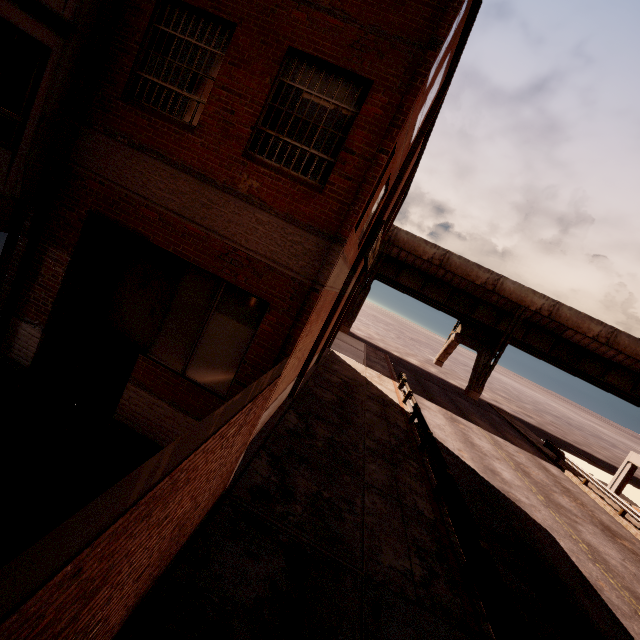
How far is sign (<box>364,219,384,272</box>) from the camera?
12.58m

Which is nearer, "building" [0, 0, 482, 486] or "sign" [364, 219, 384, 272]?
"building" [0, 0, 482, 486]

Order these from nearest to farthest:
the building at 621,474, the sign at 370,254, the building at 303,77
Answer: the building at 303,77 → the sign at 370,254 → the building at 621,474

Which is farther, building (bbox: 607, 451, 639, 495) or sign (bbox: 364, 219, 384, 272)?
building (bbox: 607, 451, 639, 495)

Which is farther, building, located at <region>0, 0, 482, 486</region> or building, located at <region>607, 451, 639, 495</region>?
building, located at <region>607, 451, 639, 495</region>

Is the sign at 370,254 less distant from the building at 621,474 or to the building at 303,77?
the building at 303,77

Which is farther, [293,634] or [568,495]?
[568,495]

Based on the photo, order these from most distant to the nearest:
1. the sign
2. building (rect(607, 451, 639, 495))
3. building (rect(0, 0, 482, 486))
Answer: building (rect(607, 451, 639, 495)) → the sign → building (rect(0, 0, 482, 486))
